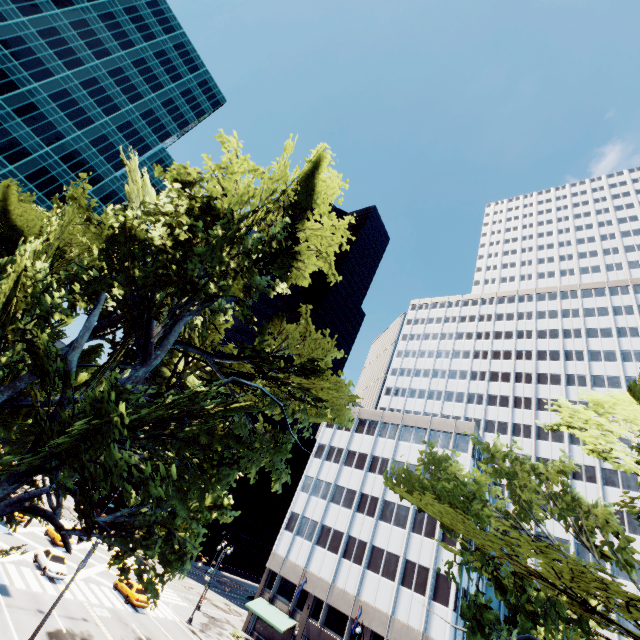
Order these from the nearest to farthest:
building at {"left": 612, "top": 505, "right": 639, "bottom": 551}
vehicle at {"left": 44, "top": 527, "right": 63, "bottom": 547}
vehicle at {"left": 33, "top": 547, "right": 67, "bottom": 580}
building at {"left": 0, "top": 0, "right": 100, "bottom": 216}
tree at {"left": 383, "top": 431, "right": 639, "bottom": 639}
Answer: tree at {"left": 383, "top": 431, "right": 639, "bottom": 639}, vehicle at {"left": 33, "top": 547, "right": 67, "bottom": 580}, vehicle at {"left": 44, "top": 527, "right": 63, "bottom": 547}, building at {"left": 612, "top": 505, "right": 639, "bottom": 551}, building at {"left": 0, "top": 0, "right": 100, "bottom": 216}

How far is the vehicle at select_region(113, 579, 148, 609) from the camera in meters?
31.8 m

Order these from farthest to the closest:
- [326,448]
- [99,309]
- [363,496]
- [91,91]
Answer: [91,91] < [326,448] < [363,496] < [99,309]

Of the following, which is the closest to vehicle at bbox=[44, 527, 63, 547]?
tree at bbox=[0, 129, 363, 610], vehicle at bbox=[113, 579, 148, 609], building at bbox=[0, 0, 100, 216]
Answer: vehicle at bbox=[113, 579, 148, 609]

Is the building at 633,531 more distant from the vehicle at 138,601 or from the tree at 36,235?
the vehicle at 138,601

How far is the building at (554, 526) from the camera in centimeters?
4200cm

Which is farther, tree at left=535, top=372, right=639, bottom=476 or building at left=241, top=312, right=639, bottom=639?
building at left=241, top=312, right=639, bottom=639
